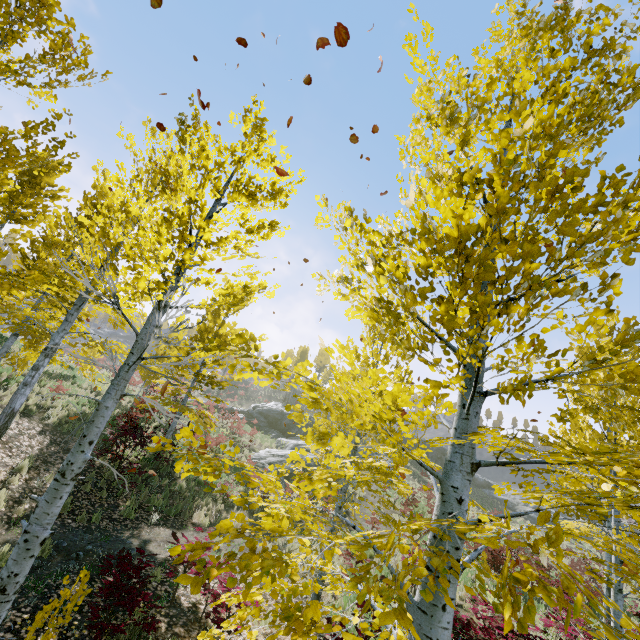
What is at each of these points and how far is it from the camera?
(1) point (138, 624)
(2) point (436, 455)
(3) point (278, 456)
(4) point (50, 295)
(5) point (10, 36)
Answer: (1) instancedfoliageactor, 5.4 meters
(2) rock, 43.8 meters
(3) rock, 21.6 meters
(4) instancedfoliageactor, 18.5 meters
(5) instancedfoliageactor, 4.7 meters

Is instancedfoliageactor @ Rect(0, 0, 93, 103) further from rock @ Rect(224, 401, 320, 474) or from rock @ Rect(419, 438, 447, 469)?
rock @ Rect(419, 438, 447, 469)

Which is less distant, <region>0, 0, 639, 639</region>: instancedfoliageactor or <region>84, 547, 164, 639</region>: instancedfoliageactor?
<region>0, 0, 639, 639</region>: instancedfoliageactor

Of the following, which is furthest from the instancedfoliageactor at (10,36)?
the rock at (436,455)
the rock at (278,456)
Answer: the rock at (436,455)

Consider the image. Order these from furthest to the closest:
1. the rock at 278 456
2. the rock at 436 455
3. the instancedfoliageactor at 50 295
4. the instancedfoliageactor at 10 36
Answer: the rock at 436 455
the rock at 278 456
the instancedfoliageactor at 10 36
the instancedfoliageactor at 50 295

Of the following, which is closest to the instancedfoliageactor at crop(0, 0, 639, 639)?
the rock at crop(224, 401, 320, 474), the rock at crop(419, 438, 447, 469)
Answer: the rock at crop(224, 401, 320, 474)

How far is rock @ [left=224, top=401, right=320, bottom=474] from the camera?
20.7 meters
